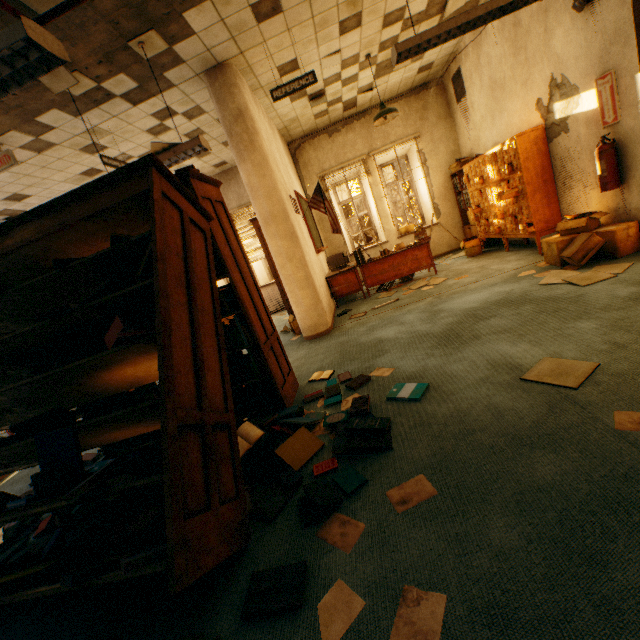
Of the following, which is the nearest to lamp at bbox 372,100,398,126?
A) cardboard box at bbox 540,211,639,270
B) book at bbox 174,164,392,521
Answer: cardboard box at bbox 540,211,639,270

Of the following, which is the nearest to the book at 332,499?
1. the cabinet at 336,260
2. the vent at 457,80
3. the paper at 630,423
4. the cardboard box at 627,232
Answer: the paper at 630,423

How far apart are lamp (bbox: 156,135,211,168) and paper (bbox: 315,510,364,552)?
3.8m

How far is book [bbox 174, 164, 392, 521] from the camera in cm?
208

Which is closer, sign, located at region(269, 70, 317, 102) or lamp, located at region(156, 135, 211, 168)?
lamp, located at region(156, 135, 211, 168)

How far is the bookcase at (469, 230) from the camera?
7.43m

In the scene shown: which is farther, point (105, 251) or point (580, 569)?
point (105, 251)

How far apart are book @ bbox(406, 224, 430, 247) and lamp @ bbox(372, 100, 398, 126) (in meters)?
1.94
